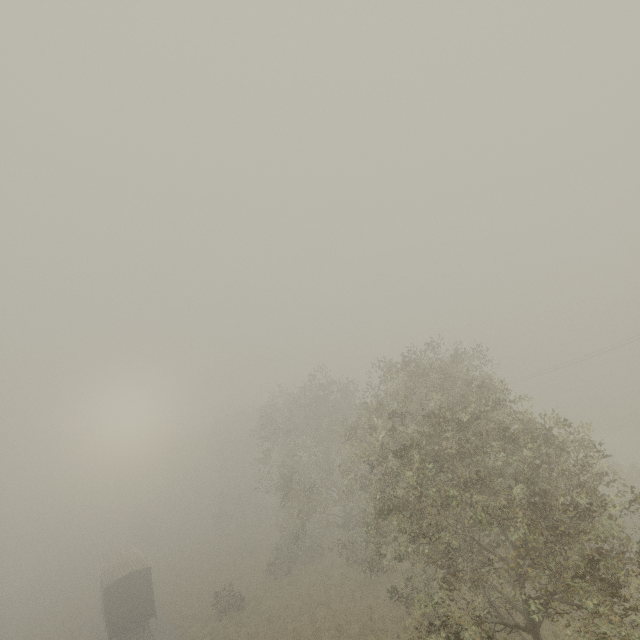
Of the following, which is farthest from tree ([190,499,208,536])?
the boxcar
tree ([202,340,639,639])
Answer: tree ([202,340,639,639])

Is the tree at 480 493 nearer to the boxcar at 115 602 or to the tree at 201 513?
the boxcar at 115 602

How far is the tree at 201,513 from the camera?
58.0m

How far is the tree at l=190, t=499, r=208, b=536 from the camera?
58.0m

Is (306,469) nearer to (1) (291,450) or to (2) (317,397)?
(1) (291,450)

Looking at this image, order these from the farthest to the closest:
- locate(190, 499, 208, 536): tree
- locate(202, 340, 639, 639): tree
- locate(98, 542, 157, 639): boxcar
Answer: locate(190, 499, 208, 536): tree, locate(98, 542, 157, 639): boxcar, locate(202, 340, 639, 639): tree

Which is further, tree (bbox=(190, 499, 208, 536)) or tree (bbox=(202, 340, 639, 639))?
tree (bbox=(190, 499, 208, 536))
